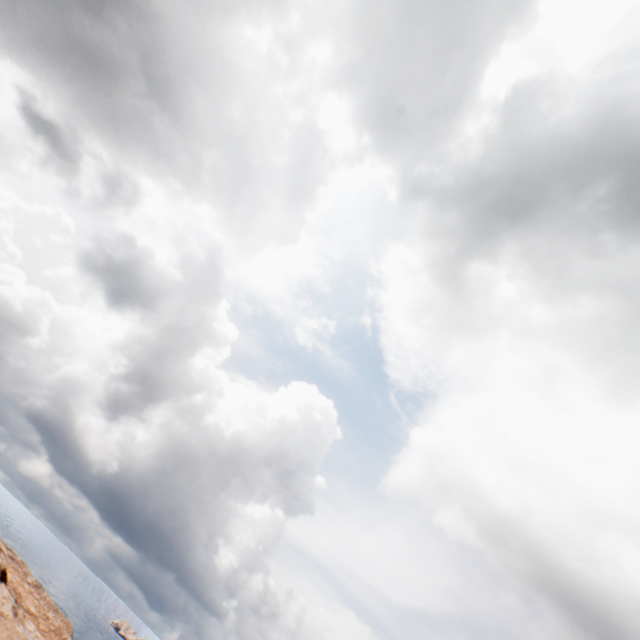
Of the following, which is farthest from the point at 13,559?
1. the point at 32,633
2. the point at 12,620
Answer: the point at 12,620
